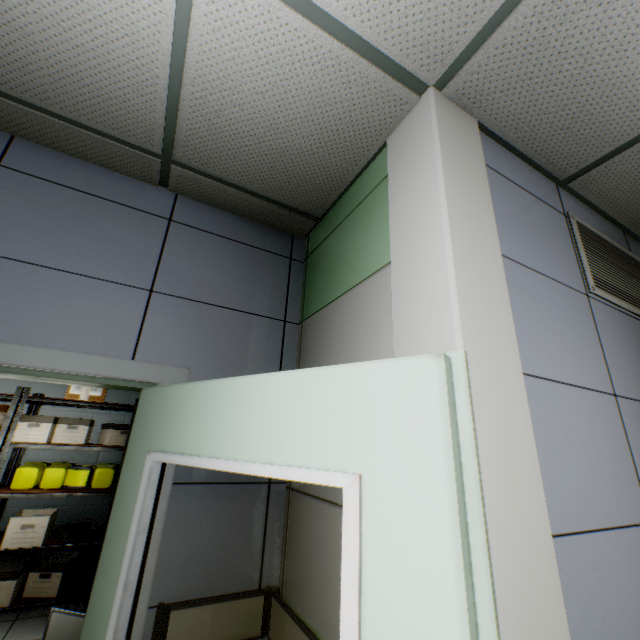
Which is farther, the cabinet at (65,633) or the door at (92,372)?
the cabinet at (65,633)

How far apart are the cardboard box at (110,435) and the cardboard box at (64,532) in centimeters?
92cm

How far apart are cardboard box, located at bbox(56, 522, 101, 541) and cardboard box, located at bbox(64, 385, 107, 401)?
1.4m

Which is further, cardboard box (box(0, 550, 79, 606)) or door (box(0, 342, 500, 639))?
cardboard box (box(0, 550, 79, 606))

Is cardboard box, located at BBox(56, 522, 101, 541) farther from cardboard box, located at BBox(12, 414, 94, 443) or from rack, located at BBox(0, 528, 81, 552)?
cardboard box, located at BBox(12, 414, 94, 443)

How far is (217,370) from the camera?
1.8m

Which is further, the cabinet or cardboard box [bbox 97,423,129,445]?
cardboard box [bbox 97,423,129,445]

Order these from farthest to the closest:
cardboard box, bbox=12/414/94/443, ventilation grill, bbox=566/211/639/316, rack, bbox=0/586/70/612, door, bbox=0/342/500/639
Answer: cardboard box, bbox=12/414/94/443 < rack, bbox=0/586/70/612 < ventilation grill, bbox=566/211/639/316 < door, bbox=0/342/500/639
